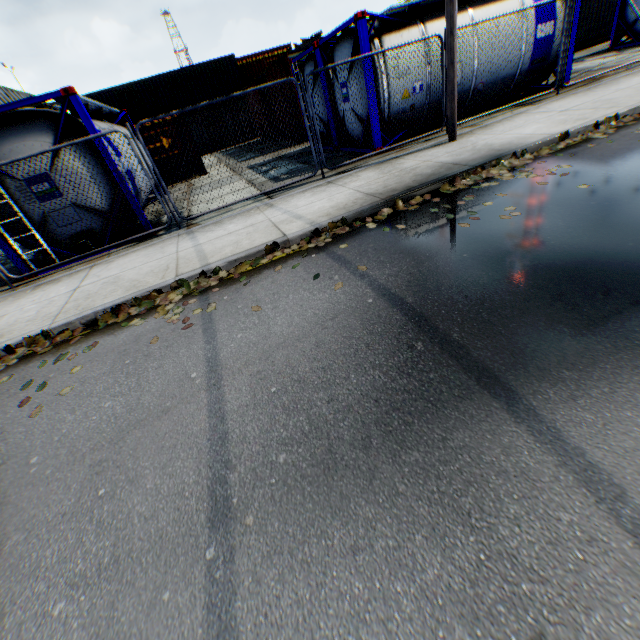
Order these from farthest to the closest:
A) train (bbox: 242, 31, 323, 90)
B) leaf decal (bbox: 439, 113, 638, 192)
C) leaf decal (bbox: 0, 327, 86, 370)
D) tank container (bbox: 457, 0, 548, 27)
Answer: train (bbox: 242, 31, 323, 90) → tank container (bbox: 457, 0, 548, 27) → leaf decal (bbox: 439, 113, 638, 192) → leaf decal (bbox: 0, 327, 86, 370)

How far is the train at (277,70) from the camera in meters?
Result: 14.1 m

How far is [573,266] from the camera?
3.1 meters

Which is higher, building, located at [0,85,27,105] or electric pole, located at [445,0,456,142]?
building, located at [0,85,27,105]

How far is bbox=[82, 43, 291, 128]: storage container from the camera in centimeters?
2406cm

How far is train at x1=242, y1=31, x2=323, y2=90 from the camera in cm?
1412

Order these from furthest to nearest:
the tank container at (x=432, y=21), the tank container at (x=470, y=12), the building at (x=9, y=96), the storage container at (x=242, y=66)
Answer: the building at (x=9, y=96) → the storage container at (x=242, y=66) → the tank container at (x=470, y=12) → the tank container at (x=432, y=21)

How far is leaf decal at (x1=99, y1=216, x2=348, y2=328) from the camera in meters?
4.7 m
